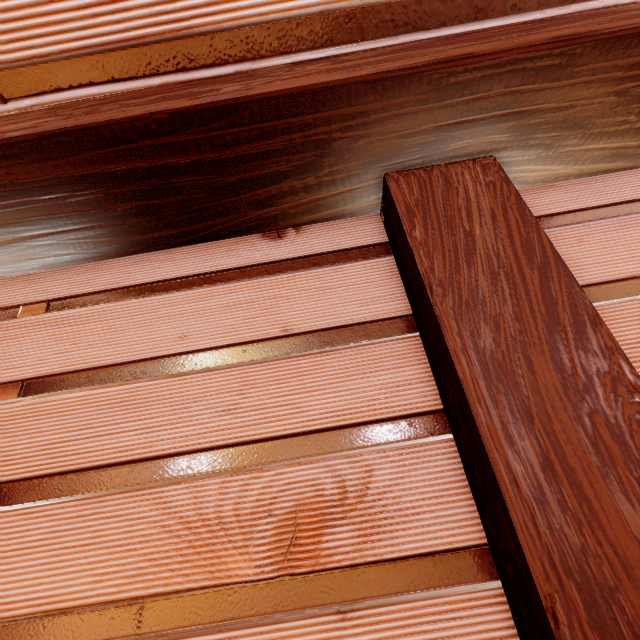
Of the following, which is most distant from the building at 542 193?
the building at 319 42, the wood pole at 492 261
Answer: the building at 319 42

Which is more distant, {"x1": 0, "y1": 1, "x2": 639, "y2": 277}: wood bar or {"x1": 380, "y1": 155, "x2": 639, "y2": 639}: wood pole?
{"x1": 0, "y1": 1, "x2": 639, "y2": 277}: wood bar

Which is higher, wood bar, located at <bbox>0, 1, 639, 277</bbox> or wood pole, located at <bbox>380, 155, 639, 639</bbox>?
wood bar, located at <bbox>0, 1, 639, 277</bbox>

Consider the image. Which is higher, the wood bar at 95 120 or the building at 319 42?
the building at 319 42

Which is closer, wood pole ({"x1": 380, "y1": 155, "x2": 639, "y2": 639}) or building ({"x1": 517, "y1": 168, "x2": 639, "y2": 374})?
wood pole ({"x1": 380, "y1": 155, "x2": 639, "y2": 639})

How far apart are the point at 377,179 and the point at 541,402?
1.64m

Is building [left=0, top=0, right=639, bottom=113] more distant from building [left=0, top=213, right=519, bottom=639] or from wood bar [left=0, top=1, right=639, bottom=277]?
building [left=0, top=213, right=519, bottom=639]
